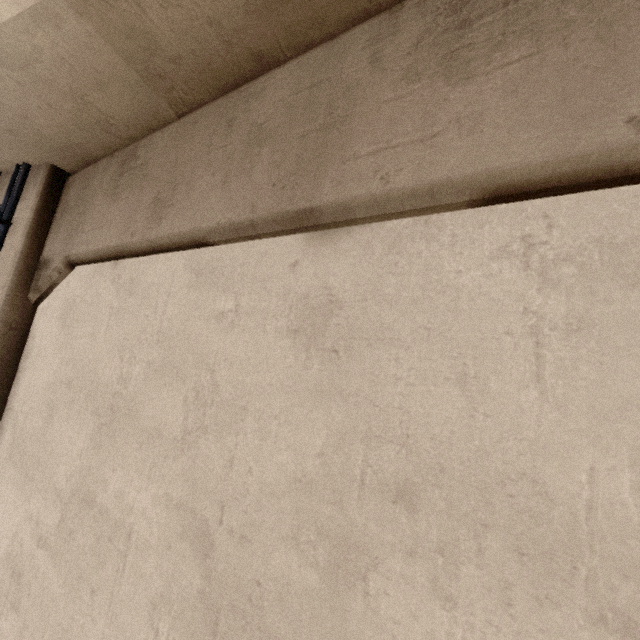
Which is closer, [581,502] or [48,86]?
[581,502]

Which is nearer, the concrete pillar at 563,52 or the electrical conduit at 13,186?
the concrete pillar at 563,52

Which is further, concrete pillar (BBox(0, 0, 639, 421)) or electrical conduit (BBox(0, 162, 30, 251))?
electrical conduit (BBox(0, 162, 30, 251))
